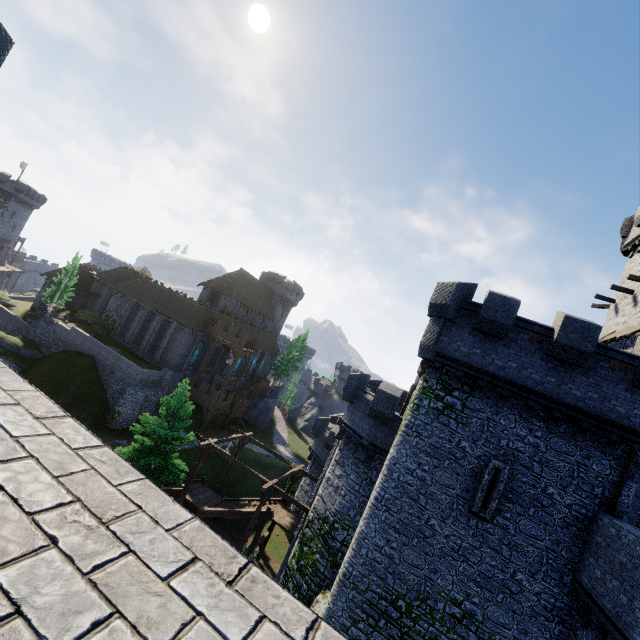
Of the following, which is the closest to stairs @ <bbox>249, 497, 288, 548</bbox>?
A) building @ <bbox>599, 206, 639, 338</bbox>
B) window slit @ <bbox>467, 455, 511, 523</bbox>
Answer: window slit @ <bbox>467, 455, 511, 523</bbox>

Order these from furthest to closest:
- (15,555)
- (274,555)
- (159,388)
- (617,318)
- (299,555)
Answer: (159,388)
(274,555)
(617,318)
(299,555)
(15,555)

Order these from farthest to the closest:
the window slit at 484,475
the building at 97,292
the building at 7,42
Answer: the building at 97,292, the window slit at 484,475, the building at 7,42

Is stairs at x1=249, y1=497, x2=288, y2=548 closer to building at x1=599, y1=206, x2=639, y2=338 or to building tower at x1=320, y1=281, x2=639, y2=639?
building tower at x1=320, y1=281, x2=639, y2=639

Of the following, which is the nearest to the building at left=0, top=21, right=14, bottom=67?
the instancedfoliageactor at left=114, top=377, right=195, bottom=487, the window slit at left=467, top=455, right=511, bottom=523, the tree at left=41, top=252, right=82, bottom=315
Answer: the instancedfoliageactor at left=114, top=377, right=195, bottom=487

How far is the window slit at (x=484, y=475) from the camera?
13.3 meters

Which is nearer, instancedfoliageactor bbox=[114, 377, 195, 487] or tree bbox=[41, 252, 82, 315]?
instancedfoliageactor bbox=[114, 377, 195, 487]

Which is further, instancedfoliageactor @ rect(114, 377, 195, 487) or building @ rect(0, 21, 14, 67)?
instancedfoliageactor @ rect(114, 377, 195, 487)
